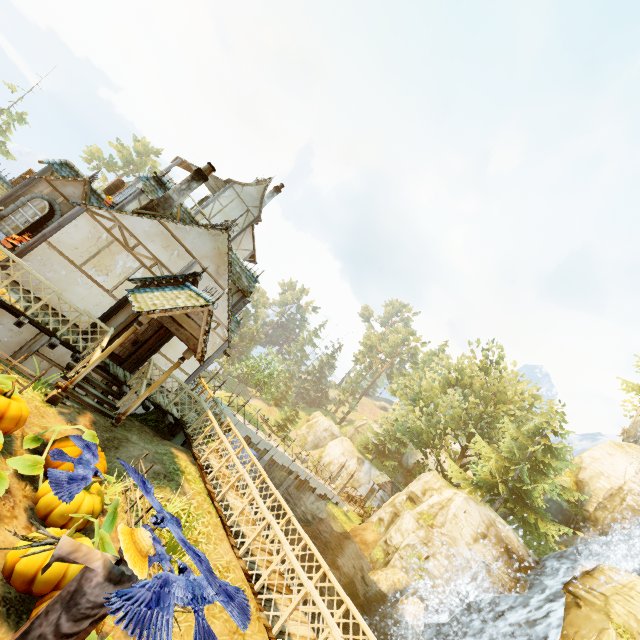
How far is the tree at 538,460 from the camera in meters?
21.2

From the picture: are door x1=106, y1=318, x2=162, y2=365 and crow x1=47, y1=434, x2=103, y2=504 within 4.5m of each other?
no

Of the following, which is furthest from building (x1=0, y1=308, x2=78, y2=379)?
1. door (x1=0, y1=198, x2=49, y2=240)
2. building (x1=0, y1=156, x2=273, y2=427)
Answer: door (x1=0, y1=198, x2=49, y2=240)

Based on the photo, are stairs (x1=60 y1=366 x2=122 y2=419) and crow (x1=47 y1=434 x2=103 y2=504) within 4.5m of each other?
yes

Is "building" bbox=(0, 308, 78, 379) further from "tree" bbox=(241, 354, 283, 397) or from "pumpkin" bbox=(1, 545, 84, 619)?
"tree" bbox=(241, 354, 283, 397)

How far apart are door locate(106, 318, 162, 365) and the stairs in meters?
1.2

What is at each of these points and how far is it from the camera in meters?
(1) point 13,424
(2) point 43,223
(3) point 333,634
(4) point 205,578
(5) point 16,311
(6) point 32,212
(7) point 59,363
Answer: (1) pumpkin, 5.6
(2) doorway, 13.6
(3) fence, 5.2
(4) crow, 3.2
(5) wooden platform, 8.7
(6) door, 13.1
(7) building, 11.1

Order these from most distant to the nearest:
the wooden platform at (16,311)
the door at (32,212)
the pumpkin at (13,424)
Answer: the door at (32,212), the wooden platform at (16,311), the pumpkin at (13,424)
